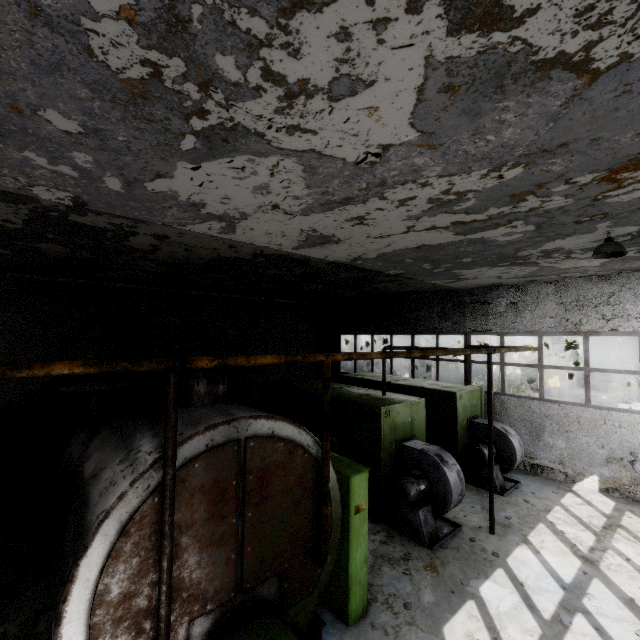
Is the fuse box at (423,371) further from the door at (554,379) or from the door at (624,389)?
the door at (624,389)

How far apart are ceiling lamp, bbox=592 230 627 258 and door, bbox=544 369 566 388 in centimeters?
2699cm

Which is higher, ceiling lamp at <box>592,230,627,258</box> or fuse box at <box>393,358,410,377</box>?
ceiling lamp at <box>592,230,627,258</box>

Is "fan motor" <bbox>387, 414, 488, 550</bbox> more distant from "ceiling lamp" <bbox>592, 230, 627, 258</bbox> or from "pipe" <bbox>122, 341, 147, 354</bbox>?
"pipe" <bbox>122, 341, 147, 354</bbox>

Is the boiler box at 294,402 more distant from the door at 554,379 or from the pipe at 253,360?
the door at 554,379

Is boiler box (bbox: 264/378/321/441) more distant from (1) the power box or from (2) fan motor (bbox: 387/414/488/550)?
(1) the power box

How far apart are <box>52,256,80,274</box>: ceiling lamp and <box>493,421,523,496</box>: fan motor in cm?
1281

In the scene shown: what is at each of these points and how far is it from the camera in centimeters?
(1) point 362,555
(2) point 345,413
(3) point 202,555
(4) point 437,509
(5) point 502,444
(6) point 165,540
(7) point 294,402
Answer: (1) power box, 555cm
(2) boiler box, 930cm
(3) boiler tank, 378cm
(4) fan motor, 779cm
(5) fan motor, 1040cm
(6) pipe holder, 309cm
(7) boiler box, 1129cm
